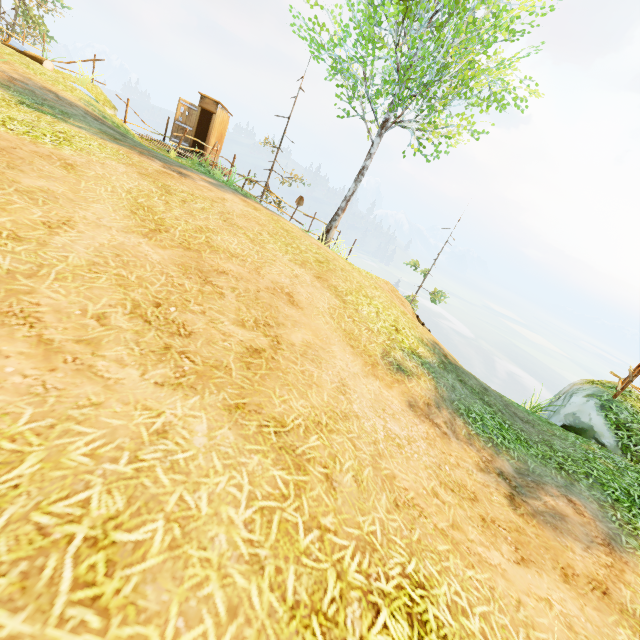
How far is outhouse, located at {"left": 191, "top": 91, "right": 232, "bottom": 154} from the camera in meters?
15.9 m

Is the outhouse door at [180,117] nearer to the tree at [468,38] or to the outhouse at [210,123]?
the outhouse at [210,123]

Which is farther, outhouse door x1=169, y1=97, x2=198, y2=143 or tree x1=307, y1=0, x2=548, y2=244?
outhouse door x1=169, y1=97, x2=198, y2=143

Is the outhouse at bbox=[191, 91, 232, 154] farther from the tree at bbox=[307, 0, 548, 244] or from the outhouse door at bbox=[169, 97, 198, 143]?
the tree at bbox=[307, 0, 548, 244]

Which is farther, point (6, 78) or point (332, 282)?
point (6, 78)

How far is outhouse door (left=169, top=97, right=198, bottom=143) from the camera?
15.5m

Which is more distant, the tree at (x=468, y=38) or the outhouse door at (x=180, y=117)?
the outhouse door at (x=180, y=117)

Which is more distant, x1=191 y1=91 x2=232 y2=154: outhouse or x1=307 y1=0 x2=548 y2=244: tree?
x1=191 y1=91 x2=232 y2=154: outhouse
